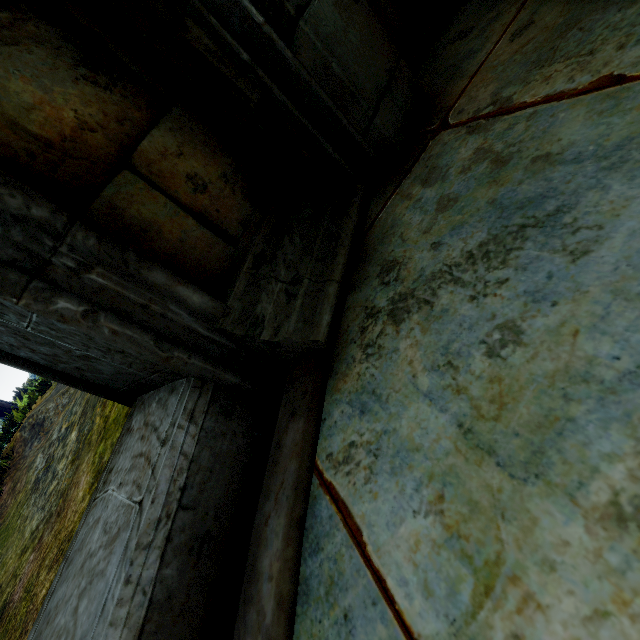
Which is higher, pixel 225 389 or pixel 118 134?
pixel 118 134
